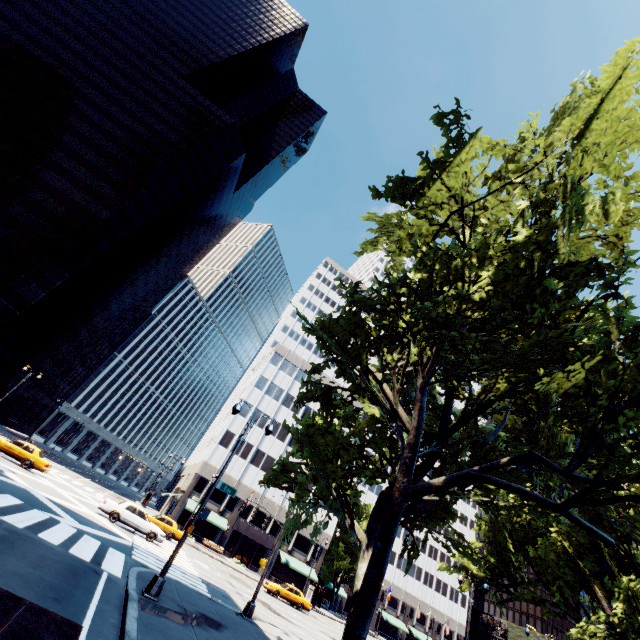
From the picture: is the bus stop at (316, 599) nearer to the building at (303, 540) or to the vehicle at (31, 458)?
the building at (303, 540)

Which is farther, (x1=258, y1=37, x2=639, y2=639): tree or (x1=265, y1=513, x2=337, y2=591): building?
(x1=265, y1=513, x2=337, y2=591): building

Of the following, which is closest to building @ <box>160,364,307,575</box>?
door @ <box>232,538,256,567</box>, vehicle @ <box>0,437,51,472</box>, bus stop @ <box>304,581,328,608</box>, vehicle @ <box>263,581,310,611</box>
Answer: door @ <box>232,538,256,567</box>

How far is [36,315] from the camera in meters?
47.7

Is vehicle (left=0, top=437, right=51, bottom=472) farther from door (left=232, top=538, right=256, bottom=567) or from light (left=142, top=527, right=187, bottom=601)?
door (left=232, top=538, right=256, bottom=567)

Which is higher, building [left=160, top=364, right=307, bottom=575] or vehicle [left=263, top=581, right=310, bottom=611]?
building [left=160, top=364, right=307, bottom=575]

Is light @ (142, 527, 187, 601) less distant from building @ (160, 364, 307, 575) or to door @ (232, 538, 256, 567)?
building @ (160, 364, 307, 575)
